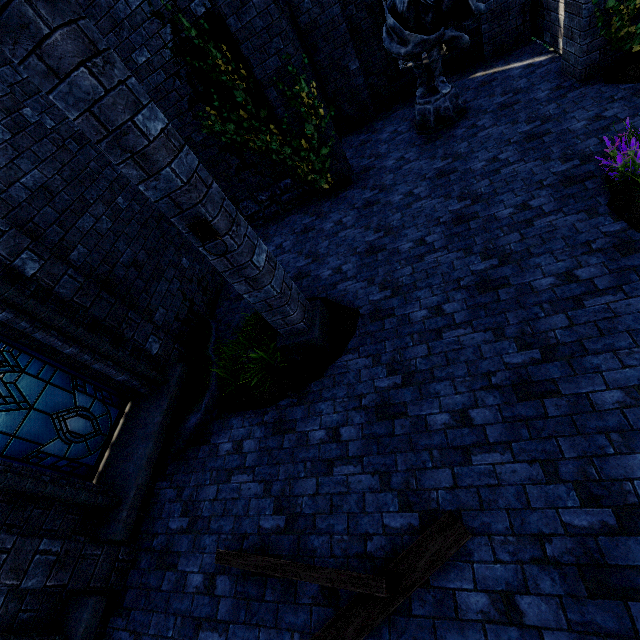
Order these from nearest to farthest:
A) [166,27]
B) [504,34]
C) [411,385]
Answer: [411,385]
[166,27]
[504,34]

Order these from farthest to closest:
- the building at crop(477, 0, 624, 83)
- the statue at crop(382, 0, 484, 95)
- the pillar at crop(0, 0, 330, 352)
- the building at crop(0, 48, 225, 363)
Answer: the statue at crop(382, 0, 484, 95) < the building at crop(477, 0, 624, 83) < the building at crop(0, 48, 225, 363) < the pillar at crop(0, 0, 330, 352)

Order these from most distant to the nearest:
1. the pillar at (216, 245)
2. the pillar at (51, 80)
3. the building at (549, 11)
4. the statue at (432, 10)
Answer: the statue at (432, 10) < the building at (549, 11) < the pillar at (216, 245) < the pillar at (51, 80)

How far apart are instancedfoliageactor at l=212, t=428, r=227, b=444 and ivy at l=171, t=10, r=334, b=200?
5.4 meters

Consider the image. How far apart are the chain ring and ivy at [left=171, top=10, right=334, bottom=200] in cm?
436

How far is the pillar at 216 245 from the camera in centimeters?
339cm

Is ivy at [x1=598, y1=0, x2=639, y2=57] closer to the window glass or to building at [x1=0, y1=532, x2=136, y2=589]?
building at [x1=0, y1=532, x2=136, y2=589]

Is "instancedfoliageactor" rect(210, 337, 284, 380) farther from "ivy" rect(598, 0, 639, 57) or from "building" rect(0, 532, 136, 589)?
"ivy" rect(598, 0, 639, 57)
